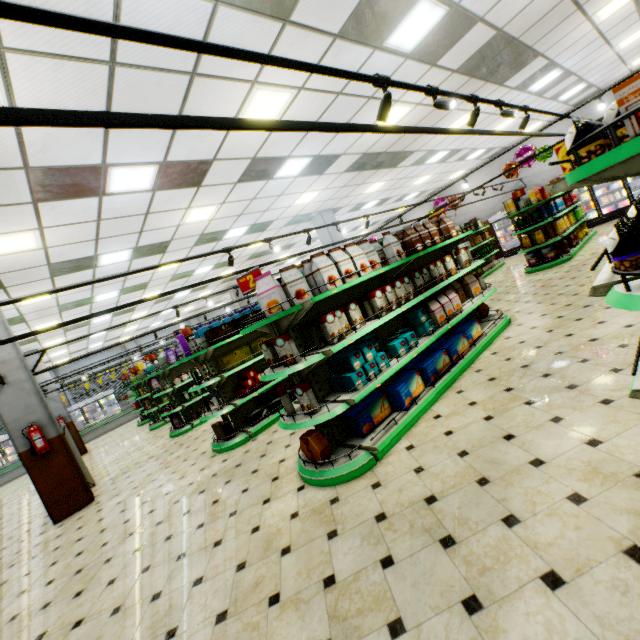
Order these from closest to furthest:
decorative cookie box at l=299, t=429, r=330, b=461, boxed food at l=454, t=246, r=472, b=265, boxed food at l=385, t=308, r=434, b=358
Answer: decorative cookie box at l=299, t=429, r=330, b=461 < boxed food at l=385, t=308, r=434, b=358 < boxed food at l=454, t=246, r=472, b=265

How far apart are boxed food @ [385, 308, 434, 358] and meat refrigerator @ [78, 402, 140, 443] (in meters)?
19.58

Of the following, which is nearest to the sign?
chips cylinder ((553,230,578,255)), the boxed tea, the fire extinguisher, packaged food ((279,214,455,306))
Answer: packaged food ((279,214,455,306))

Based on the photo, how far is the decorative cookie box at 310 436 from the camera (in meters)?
3.60

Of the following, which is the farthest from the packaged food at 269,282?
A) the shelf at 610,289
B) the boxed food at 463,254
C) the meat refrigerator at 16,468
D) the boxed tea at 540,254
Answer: the meat refrigerator at 16,468

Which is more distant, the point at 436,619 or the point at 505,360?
the point at 505,360

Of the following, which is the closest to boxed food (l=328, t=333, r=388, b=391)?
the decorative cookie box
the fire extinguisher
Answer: the decorative cookie box

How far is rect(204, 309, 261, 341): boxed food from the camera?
6.23m
